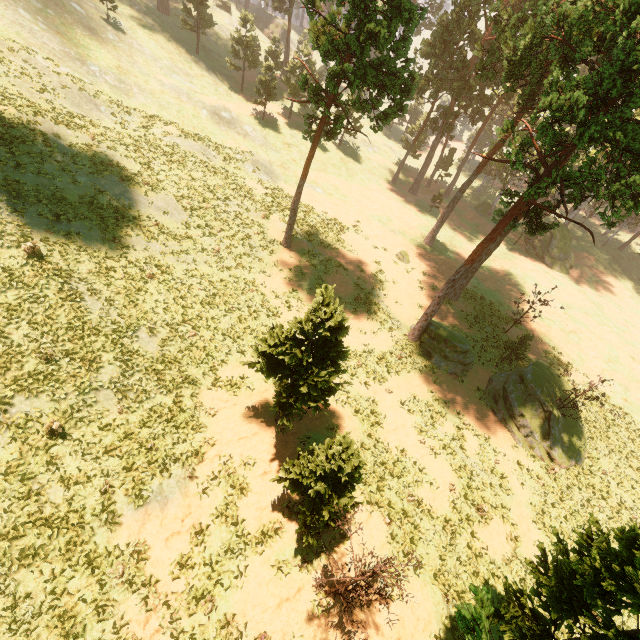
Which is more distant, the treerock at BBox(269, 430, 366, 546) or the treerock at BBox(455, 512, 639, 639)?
the treerock at BBox(269, 430, 366, 546)

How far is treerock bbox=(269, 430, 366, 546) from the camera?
10.64m

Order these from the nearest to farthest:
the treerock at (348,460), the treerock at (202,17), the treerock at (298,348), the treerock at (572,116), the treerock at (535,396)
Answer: the treerock at (348,460) < the treerock at (298,348) < the treerock at (572,116) < the treerock at (535,396) < the treerock at (202,17)

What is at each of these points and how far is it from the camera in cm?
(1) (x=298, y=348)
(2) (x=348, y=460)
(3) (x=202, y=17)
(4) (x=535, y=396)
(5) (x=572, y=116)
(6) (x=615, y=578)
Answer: (1) treerock, 1304
(2) treerock, 1076
(3) treerock, 4188
(4) treerock, 2312
(5) treerock, 1368
(6) treerock, 878

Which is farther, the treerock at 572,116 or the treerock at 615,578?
the treerock at 572,116

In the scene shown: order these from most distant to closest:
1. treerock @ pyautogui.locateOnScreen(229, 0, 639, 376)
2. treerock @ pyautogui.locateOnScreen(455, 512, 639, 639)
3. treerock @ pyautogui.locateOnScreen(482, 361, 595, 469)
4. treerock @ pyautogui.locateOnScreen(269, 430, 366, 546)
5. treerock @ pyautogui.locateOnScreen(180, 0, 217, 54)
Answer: treerock @ pyautogui.locateOnScreen(180, 0, 217, 54)
treerock @ pyautogui.locateOnScreen(482, 361, 595, 469)
treerock @ pyautogui.locateOnScreen(229, 0, 639, 376)
treerock @ pyautogui.locateOnScreen(269, 430, 366, 546)
treerock @ pyautogui.locateOnScreen(455, 512, 639, 639)
